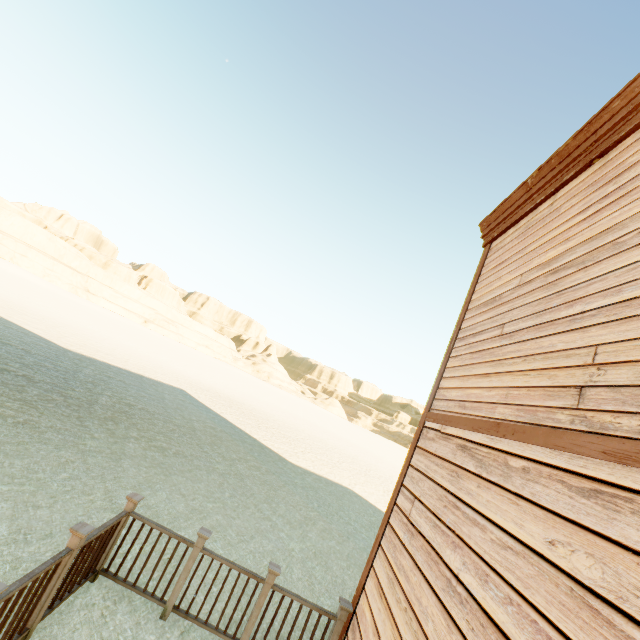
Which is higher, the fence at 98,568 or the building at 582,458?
the building at 582,458

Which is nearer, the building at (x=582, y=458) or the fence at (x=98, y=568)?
the building at (x=582, y=458)

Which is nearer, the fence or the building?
the building

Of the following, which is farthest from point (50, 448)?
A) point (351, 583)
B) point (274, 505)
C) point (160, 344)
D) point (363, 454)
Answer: point (160, 344)

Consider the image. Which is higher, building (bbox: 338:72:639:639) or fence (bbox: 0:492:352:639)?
building (bbox: 338:72:639:639)
